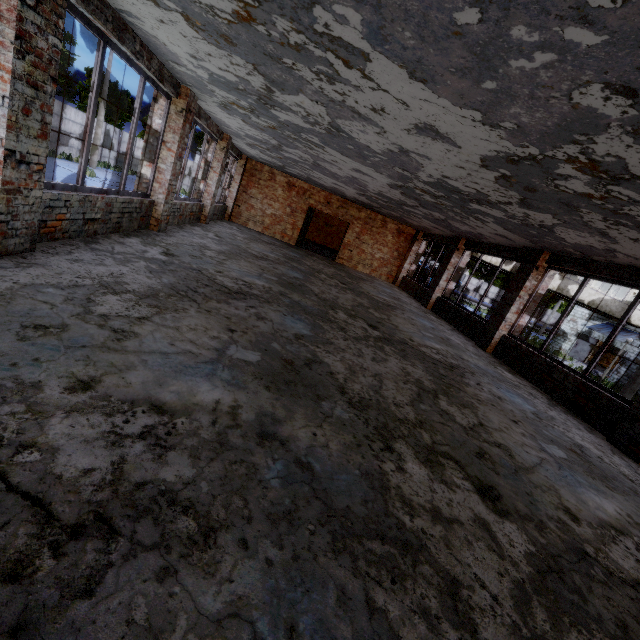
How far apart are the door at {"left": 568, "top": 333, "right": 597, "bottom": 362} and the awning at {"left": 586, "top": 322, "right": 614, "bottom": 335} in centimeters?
54cm

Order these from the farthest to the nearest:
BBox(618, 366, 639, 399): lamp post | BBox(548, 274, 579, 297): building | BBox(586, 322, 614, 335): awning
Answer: BBox(586, 322, 614, 335): awning
BBox(548, 274, 579, 297): building
BBox(618, 366, 639, 399): lamp post

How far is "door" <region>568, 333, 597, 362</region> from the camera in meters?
26.3

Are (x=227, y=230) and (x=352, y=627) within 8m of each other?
no

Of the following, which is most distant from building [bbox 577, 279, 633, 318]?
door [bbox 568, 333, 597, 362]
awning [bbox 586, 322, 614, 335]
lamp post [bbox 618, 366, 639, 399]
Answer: lamp post [bbox 618, 366, 639, 399]

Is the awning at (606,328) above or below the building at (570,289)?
below

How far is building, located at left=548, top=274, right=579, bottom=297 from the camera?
21.2 meters

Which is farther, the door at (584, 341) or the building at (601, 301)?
the door at (584, 341)
